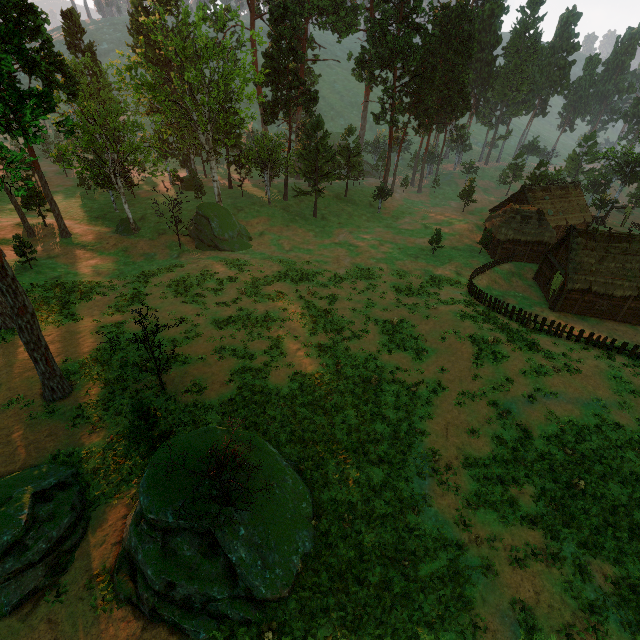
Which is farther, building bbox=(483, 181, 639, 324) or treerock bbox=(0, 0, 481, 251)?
building bbox=(483, 181, 639, 324)

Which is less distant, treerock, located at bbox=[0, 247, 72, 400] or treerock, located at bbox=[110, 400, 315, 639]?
treerock, located at bbox=[110, 400, 315, 639]

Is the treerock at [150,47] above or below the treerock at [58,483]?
above

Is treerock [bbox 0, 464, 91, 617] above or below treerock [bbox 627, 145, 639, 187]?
below

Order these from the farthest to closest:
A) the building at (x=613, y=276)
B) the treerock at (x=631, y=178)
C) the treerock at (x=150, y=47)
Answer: the treerock at (x=631, y=178), the building at (x=613, y=276), the treerock at (x=150, y=47)

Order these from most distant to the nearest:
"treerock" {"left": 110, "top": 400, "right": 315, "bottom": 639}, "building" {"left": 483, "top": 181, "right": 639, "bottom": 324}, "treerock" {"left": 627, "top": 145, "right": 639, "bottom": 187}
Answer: "treerock" {"left": 627, "top": 145, "right": 639, "bottom": 187}
"building" {"left": 483, "top": 181, "right": 639, "bottom": 324}
"treerock" {"left": 110, "top": 400, "right": 315, "bottom": 639}

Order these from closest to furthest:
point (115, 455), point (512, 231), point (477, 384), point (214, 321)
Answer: point (115, 455)
point (477, 384)
point (214, 321)
point (512, 231)
